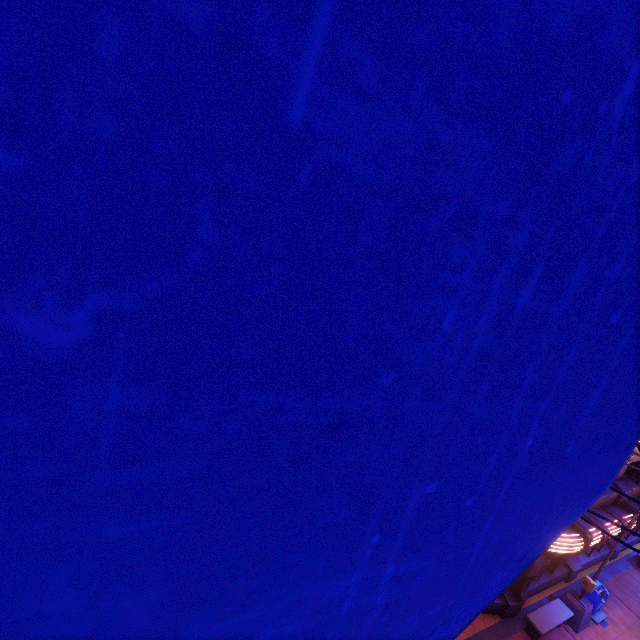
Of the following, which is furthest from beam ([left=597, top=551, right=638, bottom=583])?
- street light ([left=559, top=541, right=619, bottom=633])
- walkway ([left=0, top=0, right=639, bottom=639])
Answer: walkway ([left=0, top=0, right=639, bottom=639])

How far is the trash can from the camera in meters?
13.9

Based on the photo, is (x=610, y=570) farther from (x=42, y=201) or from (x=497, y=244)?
(x=42, y=201)

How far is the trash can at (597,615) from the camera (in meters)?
13.85

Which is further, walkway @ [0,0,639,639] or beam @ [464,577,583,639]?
beam @ [464,577,583,639]

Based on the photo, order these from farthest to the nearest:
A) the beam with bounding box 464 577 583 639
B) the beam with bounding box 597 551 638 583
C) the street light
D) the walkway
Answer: the beam with bounding box 597 551 638 583 < the street light < the beam with bounding box 464 577 583 639 < the walkway

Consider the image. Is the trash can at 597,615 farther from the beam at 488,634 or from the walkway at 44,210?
the walkway at 44,210
